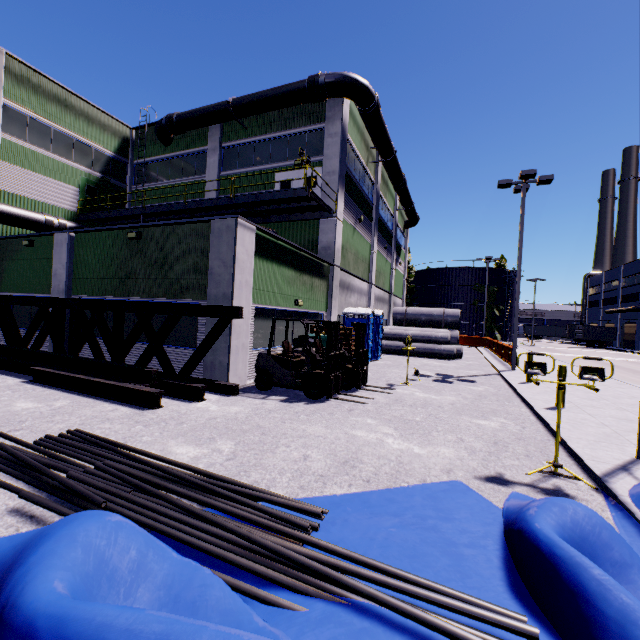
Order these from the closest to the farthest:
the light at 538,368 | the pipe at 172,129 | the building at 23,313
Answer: the light at 538,368, the building at 23,313, the pipe at 172,129

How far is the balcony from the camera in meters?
14.5 m

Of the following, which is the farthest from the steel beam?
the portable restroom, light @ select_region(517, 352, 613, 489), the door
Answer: the door

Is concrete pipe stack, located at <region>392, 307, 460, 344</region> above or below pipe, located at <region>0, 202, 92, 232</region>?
below

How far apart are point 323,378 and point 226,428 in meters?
3.2 m

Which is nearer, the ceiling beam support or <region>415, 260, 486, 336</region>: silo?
the ceiling beam support

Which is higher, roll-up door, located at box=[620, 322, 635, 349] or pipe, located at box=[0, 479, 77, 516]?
roll-up door, located at box=[620, 322, 635, 349]

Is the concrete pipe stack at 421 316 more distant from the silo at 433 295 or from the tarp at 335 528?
the tarp at 335 528
